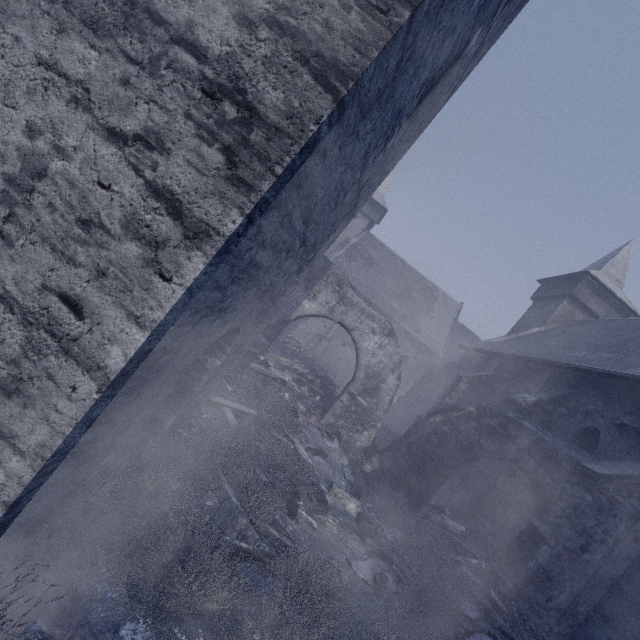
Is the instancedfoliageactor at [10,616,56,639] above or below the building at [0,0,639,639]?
below

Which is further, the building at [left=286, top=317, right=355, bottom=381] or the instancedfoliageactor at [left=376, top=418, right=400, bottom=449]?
the building at [left=286, top=317, right=355, bottom=381]

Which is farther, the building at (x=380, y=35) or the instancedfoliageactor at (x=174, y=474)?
the instancedfoliageactor at (x=174, y=474)

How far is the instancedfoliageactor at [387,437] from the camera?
13.38m

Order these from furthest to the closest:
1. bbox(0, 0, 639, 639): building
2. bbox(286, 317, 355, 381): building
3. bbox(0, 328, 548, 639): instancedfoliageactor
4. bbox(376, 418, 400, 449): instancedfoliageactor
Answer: bbox(286, 317, 355, 381): building → bbox(376, 418, 400, 449): instancedfoliageactor → bbox(0, 328, 548, 639): instancedfoliageactor → bbox(0, 0, 639, 639): building

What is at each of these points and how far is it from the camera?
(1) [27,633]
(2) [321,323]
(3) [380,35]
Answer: (1) instancedfoliageactor, 1.74m
(2) building, 28.75m
(3) building, 1.66m

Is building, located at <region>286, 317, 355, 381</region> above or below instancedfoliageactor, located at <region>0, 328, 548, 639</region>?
above

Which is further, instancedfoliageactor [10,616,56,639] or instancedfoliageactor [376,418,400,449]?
instancedfoliageactor [376,418,400,449]
